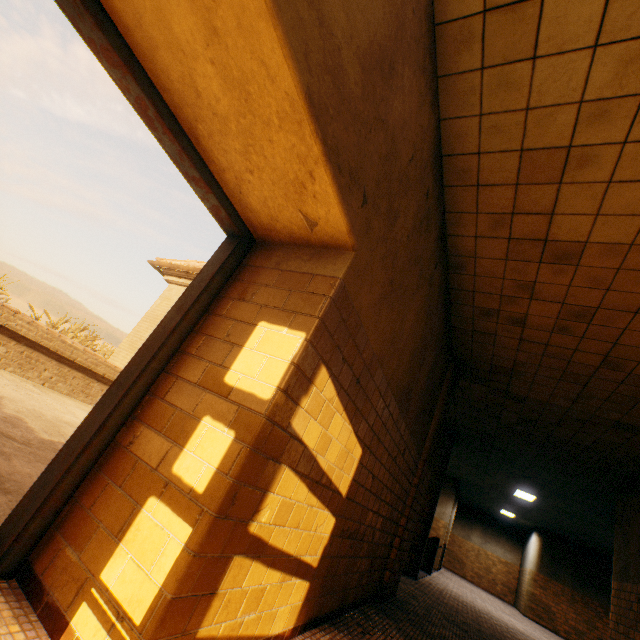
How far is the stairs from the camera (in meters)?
10.92

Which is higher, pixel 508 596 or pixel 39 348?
pixel 39 348

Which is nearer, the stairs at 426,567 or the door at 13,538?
the door at 13,538

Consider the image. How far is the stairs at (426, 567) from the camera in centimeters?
1092cm

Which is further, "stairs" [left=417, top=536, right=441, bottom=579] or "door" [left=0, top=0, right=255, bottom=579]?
"stairs" [left=417, top=536, right=441, bottom=579]
